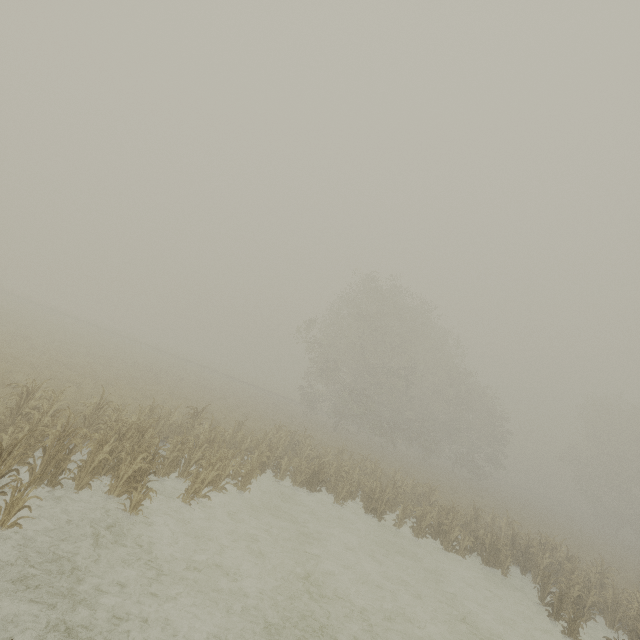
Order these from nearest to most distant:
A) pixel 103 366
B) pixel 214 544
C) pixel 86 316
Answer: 1. pixel 214 544
2. pixel 103 366
3. pixel 86 316
